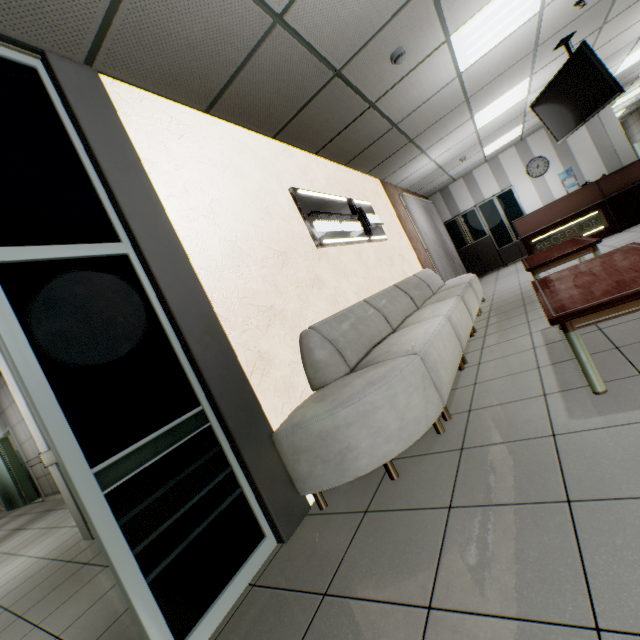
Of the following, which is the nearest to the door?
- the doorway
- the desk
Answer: the doorway

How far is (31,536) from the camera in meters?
5.3

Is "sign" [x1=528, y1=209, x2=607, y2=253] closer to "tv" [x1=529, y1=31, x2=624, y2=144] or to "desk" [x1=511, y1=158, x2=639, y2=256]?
"desk" [x1=511, y1=158, x2=639, y2=256]

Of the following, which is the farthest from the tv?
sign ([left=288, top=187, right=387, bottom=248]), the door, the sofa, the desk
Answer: the door

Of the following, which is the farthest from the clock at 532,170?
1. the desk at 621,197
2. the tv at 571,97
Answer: the tv at 571,97

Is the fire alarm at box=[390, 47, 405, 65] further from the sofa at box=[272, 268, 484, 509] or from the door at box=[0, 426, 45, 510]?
the door at box=[0, 426, 45, 510]

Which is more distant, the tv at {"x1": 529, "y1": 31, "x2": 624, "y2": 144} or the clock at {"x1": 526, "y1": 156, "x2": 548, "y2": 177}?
the clock at {"x1": 526, "y1": 156, "x2": 548, "y2": 177}

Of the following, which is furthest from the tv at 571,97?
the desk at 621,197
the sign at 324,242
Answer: the sign at 324,242
